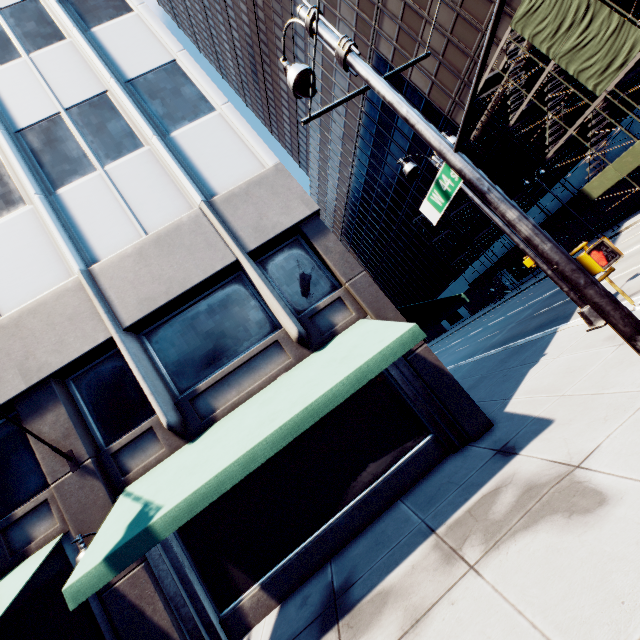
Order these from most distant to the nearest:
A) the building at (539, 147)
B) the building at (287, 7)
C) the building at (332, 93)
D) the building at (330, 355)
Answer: the building at (287, 7) → the building at (332, 93) → the building at (539, 147) → the building at (330, 355)

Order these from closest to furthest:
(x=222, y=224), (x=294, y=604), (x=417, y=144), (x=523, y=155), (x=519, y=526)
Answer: (x=519, y=526)
(x=294, y=604)
(x=222, y=224)
(x=523, y=155)
(x=417, y=144)

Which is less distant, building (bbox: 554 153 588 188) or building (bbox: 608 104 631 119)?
building (bbox: 608 104 631 119)

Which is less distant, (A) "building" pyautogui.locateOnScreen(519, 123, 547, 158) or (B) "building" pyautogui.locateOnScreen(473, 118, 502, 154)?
(A) "building" pyautogui.locateOnScreen(519, 123, 547, 158)

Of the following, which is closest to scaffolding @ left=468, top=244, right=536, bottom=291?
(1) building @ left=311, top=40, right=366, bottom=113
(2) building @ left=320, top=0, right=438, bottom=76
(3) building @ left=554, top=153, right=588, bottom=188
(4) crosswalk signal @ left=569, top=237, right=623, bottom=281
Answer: (2) building @ left=320, top=0, right=438, bottom=76

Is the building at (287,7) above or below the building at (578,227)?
above

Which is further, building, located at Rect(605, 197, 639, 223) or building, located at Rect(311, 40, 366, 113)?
building, located at Rect(311, 40, 366, 113)

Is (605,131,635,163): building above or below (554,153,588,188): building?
below
